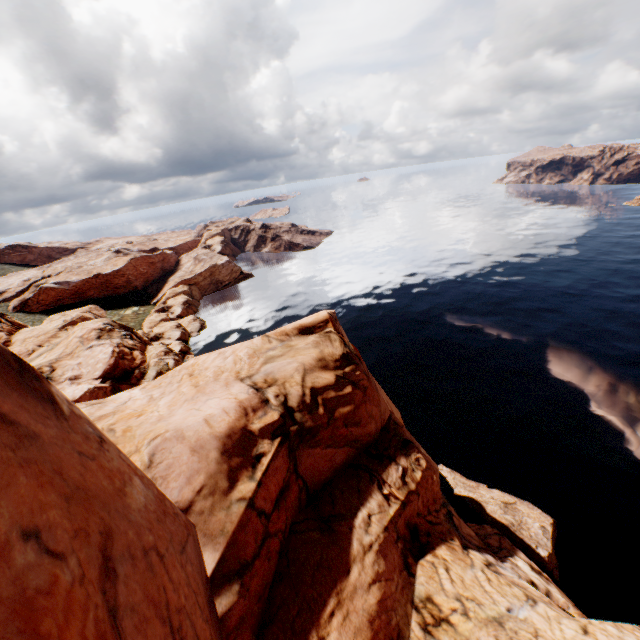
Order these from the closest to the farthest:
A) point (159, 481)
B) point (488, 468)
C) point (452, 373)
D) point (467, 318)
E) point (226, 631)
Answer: point (226, 631)
point (159, 481)
point (488, 468)
point (452, 373)
point (467, 318)
